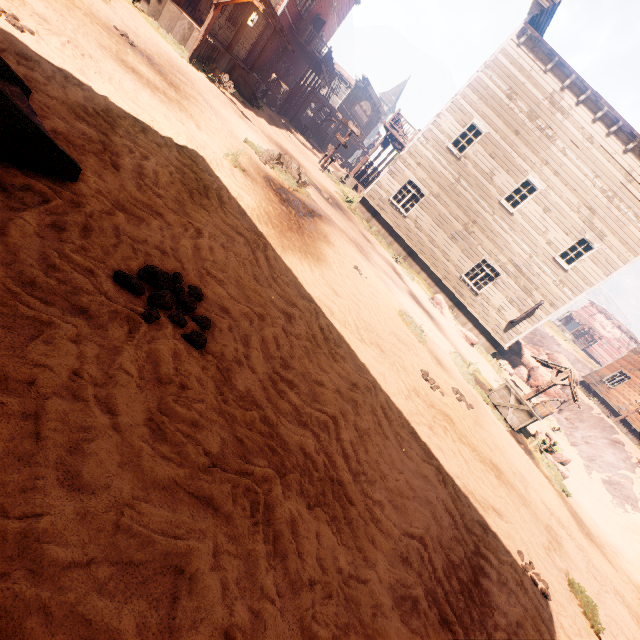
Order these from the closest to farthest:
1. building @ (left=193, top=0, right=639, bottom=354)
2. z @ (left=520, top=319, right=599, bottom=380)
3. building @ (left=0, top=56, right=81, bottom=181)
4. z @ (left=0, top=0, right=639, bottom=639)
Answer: z @ (left=0, top=0, right=639, bottom=639)
building @ (left=0, top=56, right=81, bottom=181)
building @ (left=193, top=0, right=639, bottom=354)
z @ (left=520, top=319, right=599, bottom=380)

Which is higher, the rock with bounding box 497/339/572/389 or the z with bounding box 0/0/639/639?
the rock with bounding box 497/339/572/389

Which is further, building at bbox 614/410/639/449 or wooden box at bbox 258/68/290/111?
wooden box at bbox 258/68/290/111

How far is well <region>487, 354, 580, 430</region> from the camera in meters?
9.2

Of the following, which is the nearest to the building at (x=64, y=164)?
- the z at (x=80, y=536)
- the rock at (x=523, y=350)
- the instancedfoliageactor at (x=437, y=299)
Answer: the z at (x=80, y=536)

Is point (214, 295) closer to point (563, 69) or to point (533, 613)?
point (533, 613)

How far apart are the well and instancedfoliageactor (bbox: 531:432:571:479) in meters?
0.8 m

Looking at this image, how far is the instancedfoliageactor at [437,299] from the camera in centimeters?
1545cm
